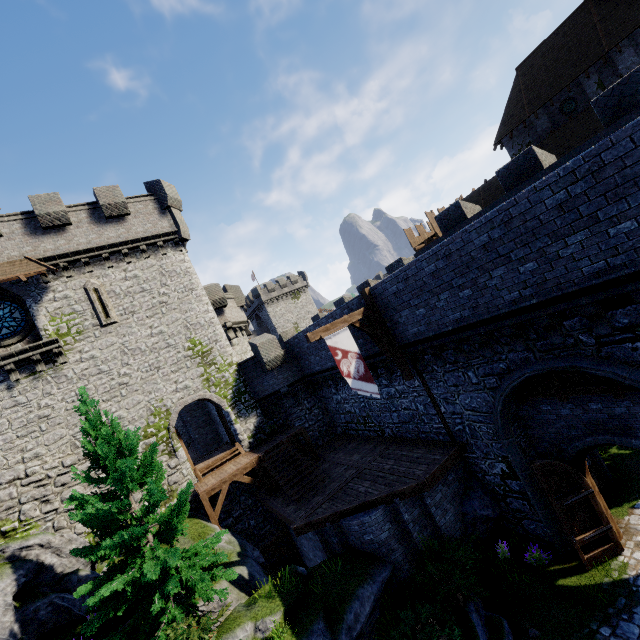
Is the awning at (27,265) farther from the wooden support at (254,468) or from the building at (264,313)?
the building at (264,313)

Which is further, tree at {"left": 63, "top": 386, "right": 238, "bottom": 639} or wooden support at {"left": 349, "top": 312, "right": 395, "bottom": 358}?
wooden support at {"left": 349, "top": 312, "right": 395, "bottom": 358}

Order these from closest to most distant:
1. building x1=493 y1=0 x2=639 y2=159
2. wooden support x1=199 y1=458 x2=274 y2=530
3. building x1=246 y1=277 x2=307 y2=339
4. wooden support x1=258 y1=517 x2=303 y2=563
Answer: wooden support x1=199 y1=458 x2=274 y2=530 → wooden support x1=258 y1=517 x2=303 y2=563 → building x1=493 y1=0 x2=639 y2=159 → building x1=246 y1=277 x2=307 y2=339

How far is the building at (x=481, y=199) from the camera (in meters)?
31.48

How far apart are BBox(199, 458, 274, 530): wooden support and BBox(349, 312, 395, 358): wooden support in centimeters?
900cm

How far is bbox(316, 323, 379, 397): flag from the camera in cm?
1114

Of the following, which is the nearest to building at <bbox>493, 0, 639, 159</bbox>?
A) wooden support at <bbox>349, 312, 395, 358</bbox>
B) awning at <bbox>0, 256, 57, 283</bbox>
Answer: wooden support at <bbox>349, 312, 395, 358</bbox>

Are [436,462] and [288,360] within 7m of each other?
no
